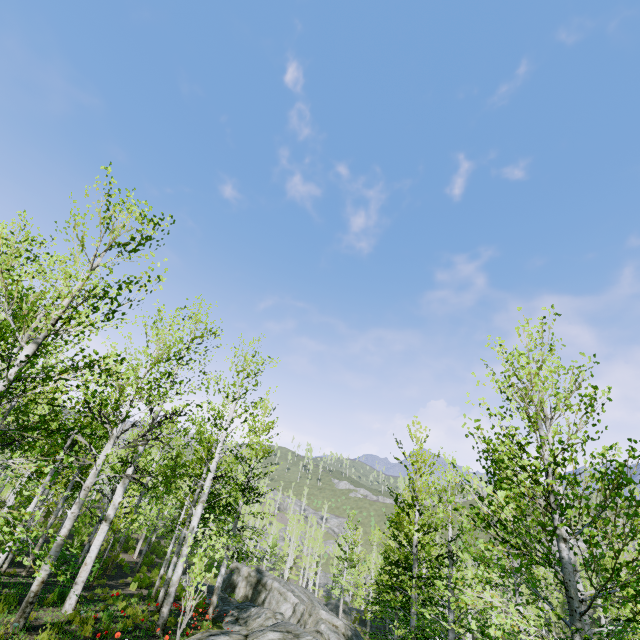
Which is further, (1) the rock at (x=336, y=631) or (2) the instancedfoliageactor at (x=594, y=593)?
(1) the rock at (x=336, y=631)

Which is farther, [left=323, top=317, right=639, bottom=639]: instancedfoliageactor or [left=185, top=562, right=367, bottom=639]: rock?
[left=185, top=562, right=367, bottom=639]: rock

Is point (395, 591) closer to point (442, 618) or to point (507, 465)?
point (442, 618)
